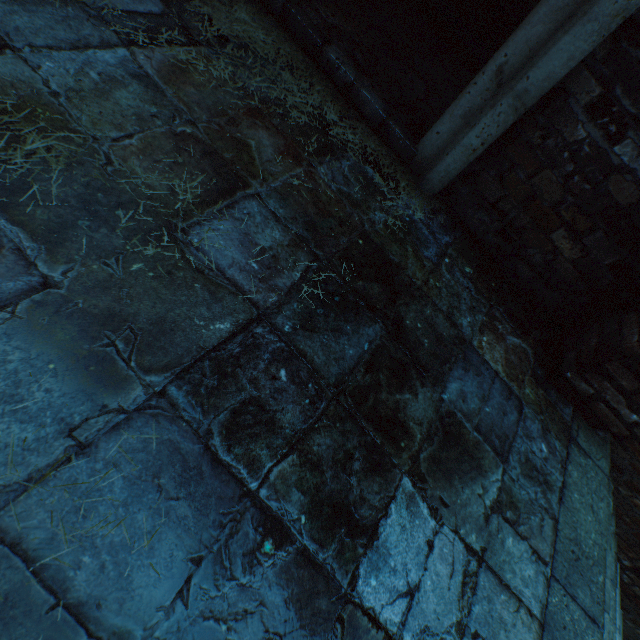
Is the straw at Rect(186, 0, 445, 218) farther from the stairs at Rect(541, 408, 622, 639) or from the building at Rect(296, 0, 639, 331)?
the stairs at Rect(541, 408, 622, 639)

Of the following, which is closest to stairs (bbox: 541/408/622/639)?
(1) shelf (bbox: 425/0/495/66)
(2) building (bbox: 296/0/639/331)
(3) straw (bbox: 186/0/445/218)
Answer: (2) building (bbox: 296/0/639/331)

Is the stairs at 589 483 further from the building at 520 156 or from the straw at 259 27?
the straw at 259 27

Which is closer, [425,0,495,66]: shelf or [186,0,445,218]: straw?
[186,0,445,218]: straw

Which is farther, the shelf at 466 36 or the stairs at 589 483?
the shelf at 466 36

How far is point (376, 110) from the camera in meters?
2.3 m

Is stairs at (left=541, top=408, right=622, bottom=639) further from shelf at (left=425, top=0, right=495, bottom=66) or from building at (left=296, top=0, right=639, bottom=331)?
shelf at (left=425, top=0, right=495, bottom=66)
